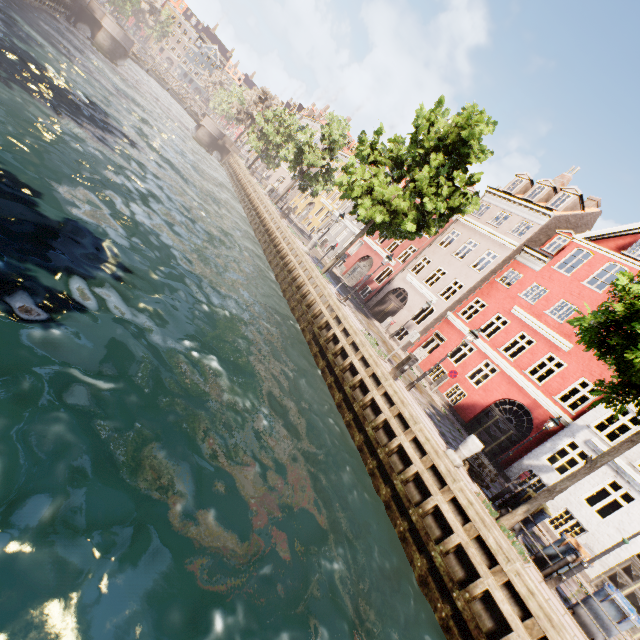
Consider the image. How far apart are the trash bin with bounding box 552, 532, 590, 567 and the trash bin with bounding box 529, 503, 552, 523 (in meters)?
0.44

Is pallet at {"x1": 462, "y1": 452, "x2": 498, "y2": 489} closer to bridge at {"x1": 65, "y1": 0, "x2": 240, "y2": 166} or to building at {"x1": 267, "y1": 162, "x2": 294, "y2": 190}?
building at {"x1": 267, "y1": 162, "x2": 294, "y2": 190}

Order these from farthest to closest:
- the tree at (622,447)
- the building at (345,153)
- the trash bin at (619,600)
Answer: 1. the building at (345,153)
2. the tree at (622,447)
3. the trash bin at (619,600)

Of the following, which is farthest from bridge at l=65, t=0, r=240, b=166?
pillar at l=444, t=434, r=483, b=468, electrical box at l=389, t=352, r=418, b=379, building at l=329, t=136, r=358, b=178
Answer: pillar at l=444, t=434, r=483, b=468

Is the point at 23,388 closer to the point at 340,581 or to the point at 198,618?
the point at 198,618

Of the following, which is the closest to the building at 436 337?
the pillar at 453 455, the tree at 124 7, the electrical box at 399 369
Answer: the tree at 124 7

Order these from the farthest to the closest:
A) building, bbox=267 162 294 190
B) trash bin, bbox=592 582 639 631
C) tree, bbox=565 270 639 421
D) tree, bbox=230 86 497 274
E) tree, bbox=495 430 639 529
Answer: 1. building, bbox=267 162 294 190
2. tree, bbox=230 86 497 274
3. tree, bbox=495 430 639 529
4. trash bin, bbox=592 582 639 631
5. tree, bbox=565 270 639 421

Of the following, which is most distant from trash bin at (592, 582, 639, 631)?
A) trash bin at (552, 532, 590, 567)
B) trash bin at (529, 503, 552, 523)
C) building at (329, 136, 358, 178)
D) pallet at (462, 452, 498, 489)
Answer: building at (329, 136, 358, 178)
